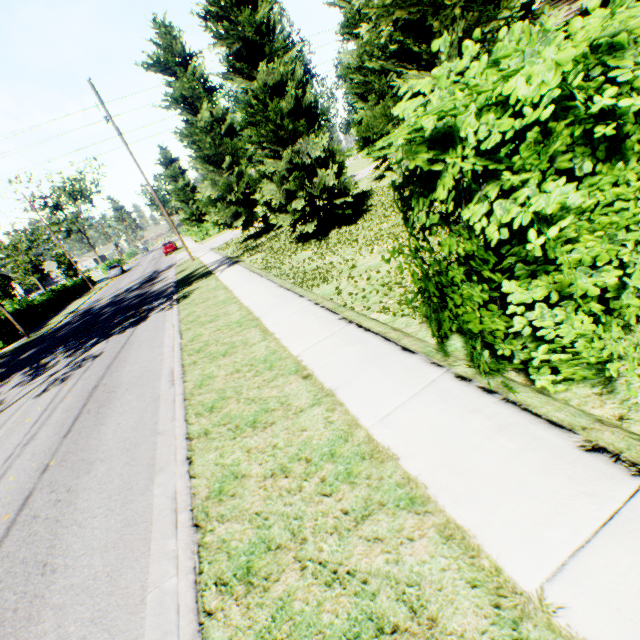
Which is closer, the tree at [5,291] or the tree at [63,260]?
the tree at [5,291]

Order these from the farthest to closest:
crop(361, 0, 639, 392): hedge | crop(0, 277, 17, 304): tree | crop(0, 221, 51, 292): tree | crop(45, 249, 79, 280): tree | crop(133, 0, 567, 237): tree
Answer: crop(45, 249, 79, 280): tree → crop(0, 221, 51, 292): tree → crop(0, 277, 17, 304): tree → crop(133, 0, 567, 237): tree → crop(361, 0, 639, 392): hedge

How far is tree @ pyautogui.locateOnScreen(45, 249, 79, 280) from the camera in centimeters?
4791cm

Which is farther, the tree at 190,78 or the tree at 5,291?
the tree at 5,291

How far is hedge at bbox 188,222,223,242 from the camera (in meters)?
41.78

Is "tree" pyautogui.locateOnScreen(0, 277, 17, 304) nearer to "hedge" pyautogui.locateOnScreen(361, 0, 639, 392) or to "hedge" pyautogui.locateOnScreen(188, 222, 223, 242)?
"hedge" pyautogui.locateOnScreen(188, 222, 223, 242)

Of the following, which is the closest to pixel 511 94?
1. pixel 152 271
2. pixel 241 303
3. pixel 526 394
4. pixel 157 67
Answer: pixel 526 394

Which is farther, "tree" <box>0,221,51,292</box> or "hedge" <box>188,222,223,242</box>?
"hedge" <box>188,222,223,242</box>
